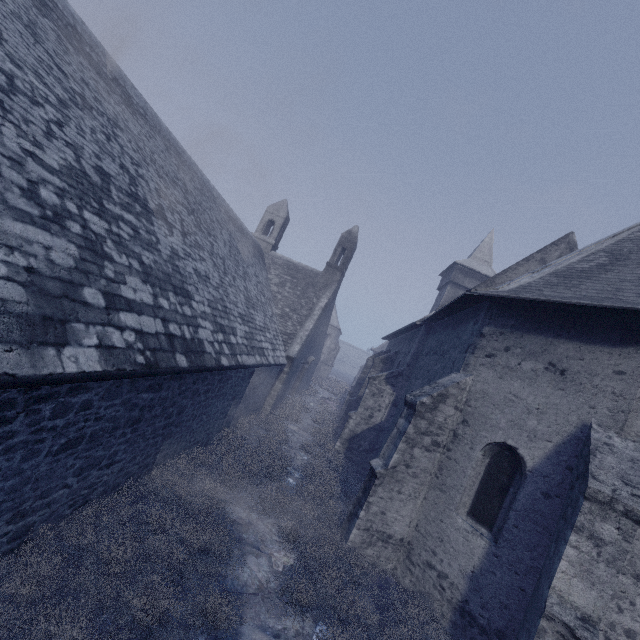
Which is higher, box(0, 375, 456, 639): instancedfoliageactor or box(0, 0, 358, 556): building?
box(0, 0, 358, 556): building

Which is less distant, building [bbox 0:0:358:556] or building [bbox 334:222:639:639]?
building [bbox 0:0:358:556]

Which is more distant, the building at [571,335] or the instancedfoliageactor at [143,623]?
the building at [571,335]

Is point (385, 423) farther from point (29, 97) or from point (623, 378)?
point (29, 97)

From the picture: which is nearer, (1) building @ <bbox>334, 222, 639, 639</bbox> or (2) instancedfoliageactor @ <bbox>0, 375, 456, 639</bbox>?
(2) instancedfoliageactor @ <bbox>0, 375, 456, 639</bbox>

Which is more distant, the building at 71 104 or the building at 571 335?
the building at 571 335
